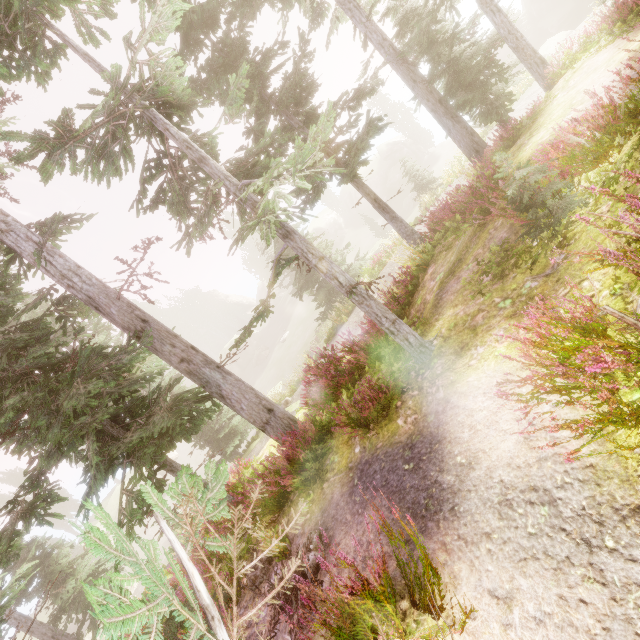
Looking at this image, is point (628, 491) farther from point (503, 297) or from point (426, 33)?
point (426, 33)

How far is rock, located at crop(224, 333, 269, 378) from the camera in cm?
5053

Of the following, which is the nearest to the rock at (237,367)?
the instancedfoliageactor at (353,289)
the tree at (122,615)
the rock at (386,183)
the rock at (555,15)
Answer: the instancedfoliageactor at (353,289)

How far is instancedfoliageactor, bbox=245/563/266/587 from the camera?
5.1 meters

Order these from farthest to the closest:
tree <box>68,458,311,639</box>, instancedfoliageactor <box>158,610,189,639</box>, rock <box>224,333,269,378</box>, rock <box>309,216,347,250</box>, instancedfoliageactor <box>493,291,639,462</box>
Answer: rock <box>309,216,347,250</box> → rock <box>224,333,269,378</box> → instancedfoliageactor <box>158,610,189,639</box> → instancedfoliageactor <box>493,291,639,462</box> → tree <box>68,458,311,639</box>

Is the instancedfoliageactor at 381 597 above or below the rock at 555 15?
above

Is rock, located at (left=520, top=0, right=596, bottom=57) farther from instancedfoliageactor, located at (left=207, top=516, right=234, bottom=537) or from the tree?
the tree

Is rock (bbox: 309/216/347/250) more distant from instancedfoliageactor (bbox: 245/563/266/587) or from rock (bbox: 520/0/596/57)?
rock (bbox: 520/0/596/57)
